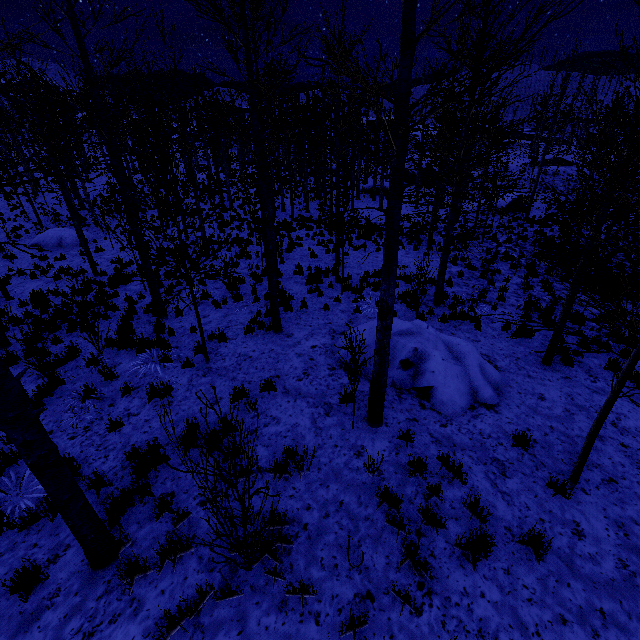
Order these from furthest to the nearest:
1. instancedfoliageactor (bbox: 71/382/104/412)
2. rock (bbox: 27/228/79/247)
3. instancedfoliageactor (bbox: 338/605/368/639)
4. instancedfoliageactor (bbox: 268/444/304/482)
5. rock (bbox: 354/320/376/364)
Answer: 1. rock (bbox: 27/228/79/247)
2. rock (bbox: 354/320/376/364)
3. instancedfoliageactor (bbox: 71/382/104/412)
4. instancedfoliageactor (bbox: 268/444/304/482)
5. instancedfoliageactor (bbox: 338/605/368/639)

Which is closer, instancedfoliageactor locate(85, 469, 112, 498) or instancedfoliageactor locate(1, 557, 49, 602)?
instancedfoliageactor locate(1, 557, 49, 602)

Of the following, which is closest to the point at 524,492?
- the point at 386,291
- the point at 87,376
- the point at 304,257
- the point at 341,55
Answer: the point at 386,291

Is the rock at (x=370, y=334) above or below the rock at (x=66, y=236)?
above

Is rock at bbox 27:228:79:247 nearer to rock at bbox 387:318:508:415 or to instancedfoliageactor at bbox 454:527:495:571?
rock at bbox 387:318:508:415

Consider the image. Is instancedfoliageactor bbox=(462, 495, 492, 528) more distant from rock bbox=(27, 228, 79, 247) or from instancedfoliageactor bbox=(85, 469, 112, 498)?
rock bbox=(27, 228, 79, 247)

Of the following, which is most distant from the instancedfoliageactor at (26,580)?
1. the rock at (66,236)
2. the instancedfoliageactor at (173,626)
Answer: the rock at (66,236)

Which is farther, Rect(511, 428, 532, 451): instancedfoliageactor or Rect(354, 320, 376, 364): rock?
Rect(354, 320, 376, 364): rock
